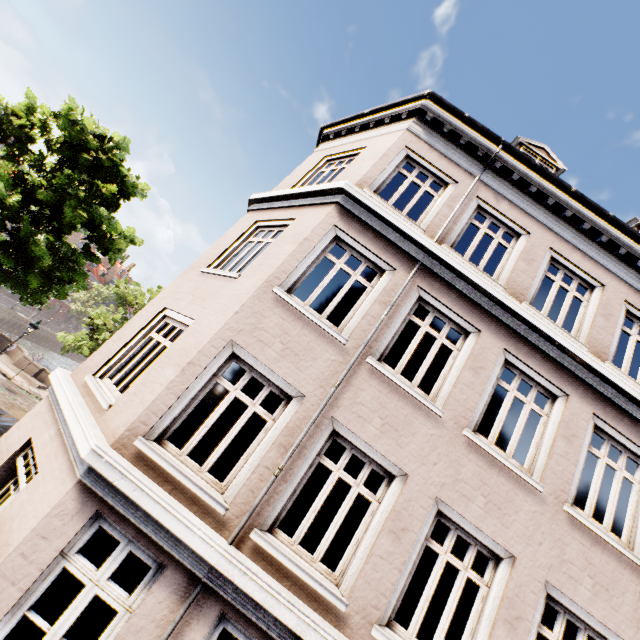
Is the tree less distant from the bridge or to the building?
the bridge

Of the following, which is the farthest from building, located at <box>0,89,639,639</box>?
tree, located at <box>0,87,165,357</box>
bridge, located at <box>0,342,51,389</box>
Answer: bridge, located at <box>0,342,51,389</box>

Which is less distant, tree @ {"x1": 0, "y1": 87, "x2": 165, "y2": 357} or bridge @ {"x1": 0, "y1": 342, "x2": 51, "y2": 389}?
tree @ {"x1": 0, "y1": 87, "x2": 165, "y2": 357}

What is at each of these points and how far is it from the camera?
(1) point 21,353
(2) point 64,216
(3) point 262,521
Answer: (1) bridge, 22.5 meters
(2) tree, 11.3 meters
(3) building, 4.4 meters

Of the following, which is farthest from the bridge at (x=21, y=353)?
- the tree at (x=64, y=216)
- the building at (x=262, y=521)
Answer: the building at (x=262, y=521)

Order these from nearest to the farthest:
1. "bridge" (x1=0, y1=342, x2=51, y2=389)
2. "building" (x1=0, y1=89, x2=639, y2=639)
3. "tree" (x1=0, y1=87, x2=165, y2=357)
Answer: "building" (x1=0, y1=89, x2=639, y2=639) → "tree" (x1=0, y1=87, x2=165, y2=357) → "bridge" (x1=0, y1=342, x2=51, y2=389)

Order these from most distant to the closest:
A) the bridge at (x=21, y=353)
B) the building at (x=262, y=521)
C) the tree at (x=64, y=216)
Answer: the bridge at (x=21, y=353) → the tree at (x=64, y=216) → the building at (x=262, y=521)
